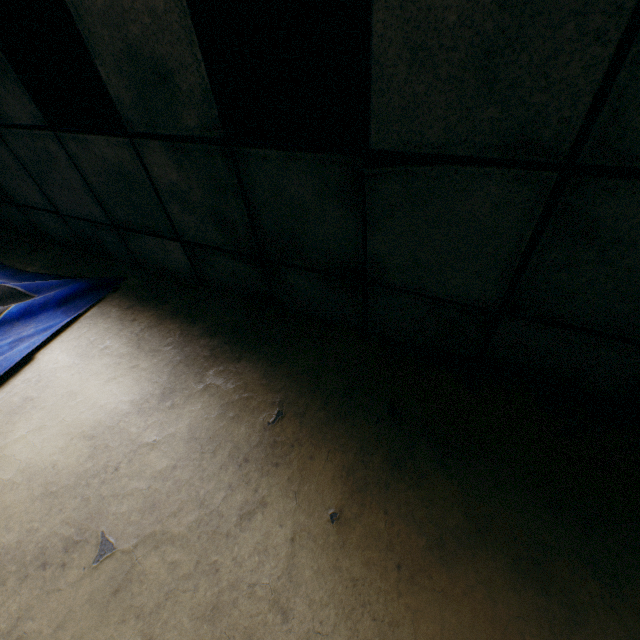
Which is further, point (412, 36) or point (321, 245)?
point (321, 245)
